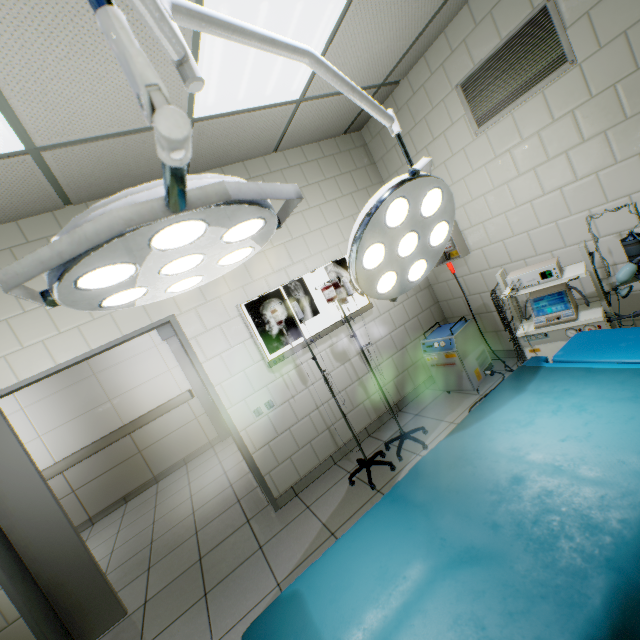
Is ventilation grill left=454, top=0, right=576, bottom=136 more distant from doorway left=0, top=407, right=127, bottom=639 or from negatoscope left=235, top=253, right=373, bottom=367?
doorway left=0, top=407, right=127, bottom=639

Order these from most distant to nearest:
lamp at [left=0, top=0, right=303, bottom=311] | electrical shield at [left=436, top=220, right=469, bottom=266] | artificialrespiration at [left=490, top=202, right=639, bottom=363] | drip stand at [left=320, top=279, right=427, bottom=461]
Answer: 1. electrical shield at [left=436, top=220, right=469, bottom=266]
2. drip stand at [left=320, top=279, right=427, bottom=461]
3. artificialrespiration at [left=490, top=202, right=639, bottom=363]
4. lamp at [left=0, top=0, right=303, bottom=311]

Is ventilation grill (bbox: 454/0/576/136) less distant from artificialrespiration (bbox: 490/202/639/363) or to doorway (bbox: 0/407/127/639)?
artificialrespiration (bbox: 490/202/639/363)

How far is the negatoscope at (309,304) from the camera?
3.2 meters

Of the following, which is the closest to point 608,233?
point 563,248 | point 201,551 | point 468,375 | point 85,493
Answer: point 563,248

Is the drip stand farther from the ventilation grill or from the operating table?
the ventilation grill

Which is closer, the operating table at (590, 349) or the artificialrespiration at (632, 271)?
the operating table at (590, 349)

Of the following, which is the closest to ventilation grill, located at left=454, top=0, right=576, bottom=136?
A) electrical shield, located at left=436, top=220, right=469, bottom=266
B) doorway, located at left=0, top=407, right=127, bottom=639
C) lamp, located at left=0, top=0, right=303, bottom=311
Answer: electrical shield, located at left=436, top=220, right=469, bottom=266
